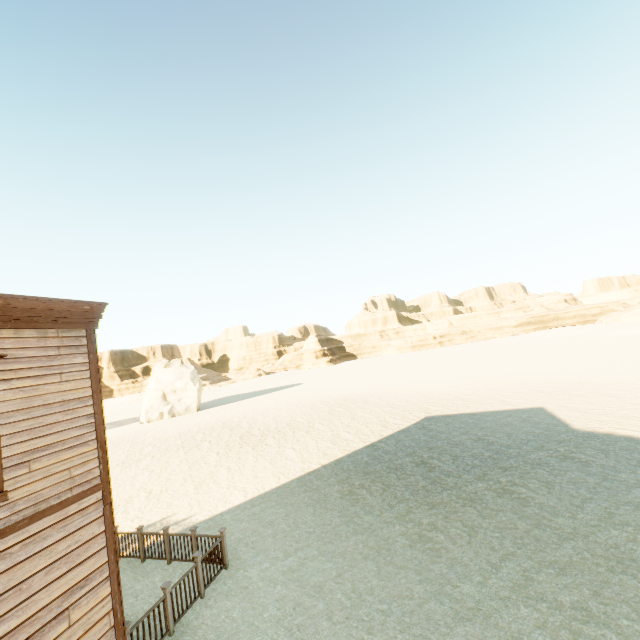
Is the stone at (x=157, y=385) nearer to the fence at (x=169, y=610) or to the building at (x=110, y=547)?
the fence at (x=169, y=610)

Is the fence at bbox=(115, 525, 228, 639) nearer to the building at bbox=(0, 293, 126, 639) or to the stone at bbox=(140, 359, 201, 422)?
the building at bbox=(0, 293, 126, 639)

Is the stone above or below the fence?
above

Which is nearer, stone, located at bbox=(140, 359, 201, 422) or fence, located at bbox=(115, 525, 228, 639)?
fence, located at bbox=(115, 525, 228, 639)

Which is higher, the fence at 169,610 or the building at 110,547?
the building at 110,547

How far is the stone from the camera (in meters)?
38.66

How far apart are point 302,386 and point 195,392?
15.84m
